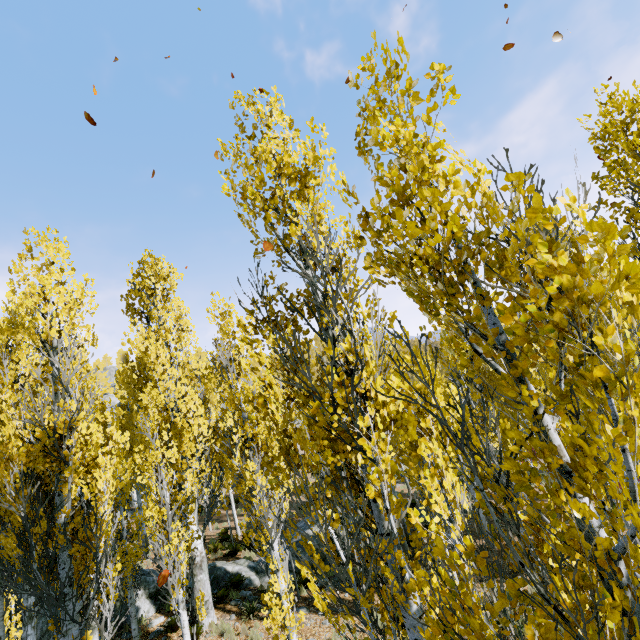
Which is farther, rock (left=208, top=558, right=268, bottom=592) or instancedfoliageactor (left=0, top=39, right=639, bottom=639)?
rock (left=208, top=558, right=268, bottom=592)

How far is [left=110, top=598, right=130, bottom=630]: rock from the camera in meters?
11.3 m

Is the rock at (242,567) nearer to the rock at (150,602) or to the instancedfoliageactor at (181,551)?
the rock at (150,602)

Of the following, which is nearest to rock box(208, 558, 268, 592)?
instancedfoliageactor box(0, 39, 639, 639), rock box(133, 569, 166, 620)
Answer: rock box(133, 569, 166, 620)

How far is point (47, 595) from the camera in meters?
6.2

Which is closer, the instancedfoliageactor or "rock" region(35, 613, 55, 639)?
the instancedfoliageactor

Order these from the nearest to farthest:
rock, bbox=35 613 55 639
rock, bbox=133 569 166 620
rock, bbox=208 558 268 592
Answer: rock, bbox=35 613 55 639 < rock, bbox=133 569 166 620 < rock, bbox=208 558 268 592

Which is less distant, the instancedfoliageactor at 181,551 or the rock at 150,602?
the instancedfoliageactor at 181,551
